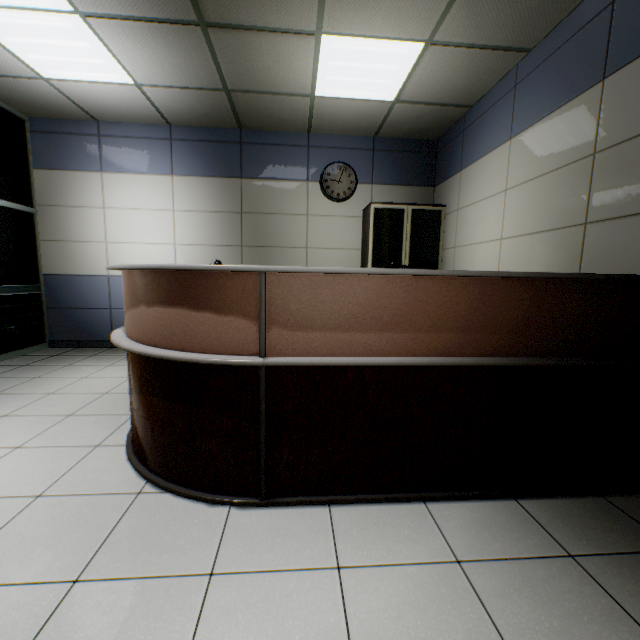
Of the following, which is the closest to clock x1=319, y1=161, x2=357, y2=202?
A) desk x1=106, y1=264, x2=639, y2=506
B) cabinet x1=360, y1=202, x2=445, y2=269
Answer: cabinet x1=360, y1=202, x2=445, y2=269

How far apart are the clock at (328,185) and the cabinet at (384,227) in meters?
0.3

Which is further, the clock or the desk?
the clock

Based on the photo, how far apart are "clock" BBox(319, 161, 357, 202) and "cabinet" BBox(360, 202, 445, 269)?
0.27m

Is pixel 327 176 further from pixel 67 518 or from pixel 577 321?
pixel 67 518

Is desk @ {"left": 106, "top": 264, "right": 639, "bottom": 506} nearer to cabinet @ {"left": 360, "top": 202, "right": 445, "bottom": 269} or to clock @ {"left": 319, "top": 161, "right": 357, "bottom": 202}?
cabinet @ {"left": 360, "top": 202, "right": 445, "bottom": 269}

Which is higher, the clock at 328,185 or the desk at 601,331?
the clock at 328,185
